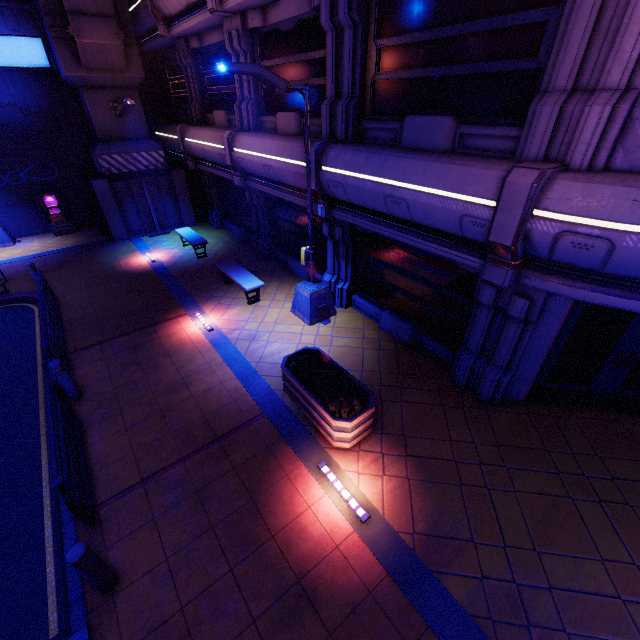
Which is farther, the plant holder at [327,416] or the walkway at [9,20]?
the walkway at [9,20]

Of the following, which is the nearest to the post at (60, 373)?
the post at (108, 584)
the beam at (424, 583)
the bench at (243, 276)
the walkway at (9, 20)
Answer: the beam at (424, 583)

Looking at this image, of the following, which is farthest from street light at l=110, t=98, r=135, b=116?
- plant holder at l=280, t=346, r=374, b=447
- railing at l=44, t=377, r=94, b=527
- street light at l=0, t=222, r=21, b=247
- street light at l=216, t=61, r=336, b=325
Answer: plant holder at l=280, t=346, r=374, b=447

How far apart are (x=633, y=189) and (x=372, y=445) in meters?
5.4 m

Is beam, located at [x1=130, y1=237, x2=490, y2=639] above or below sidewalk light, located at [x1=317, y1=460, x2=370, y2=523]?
below

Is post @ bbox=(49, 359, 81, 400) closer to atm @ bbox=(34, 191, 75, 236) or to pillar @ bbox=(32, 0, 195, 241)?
pillar @ bbox=(32, 0, 195, 241)

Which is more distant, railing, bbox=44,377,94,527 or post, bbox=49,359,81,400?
post, bbox=49,359,81,400

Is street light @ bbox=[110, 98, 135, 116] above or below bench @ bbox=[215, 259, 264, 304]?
above
